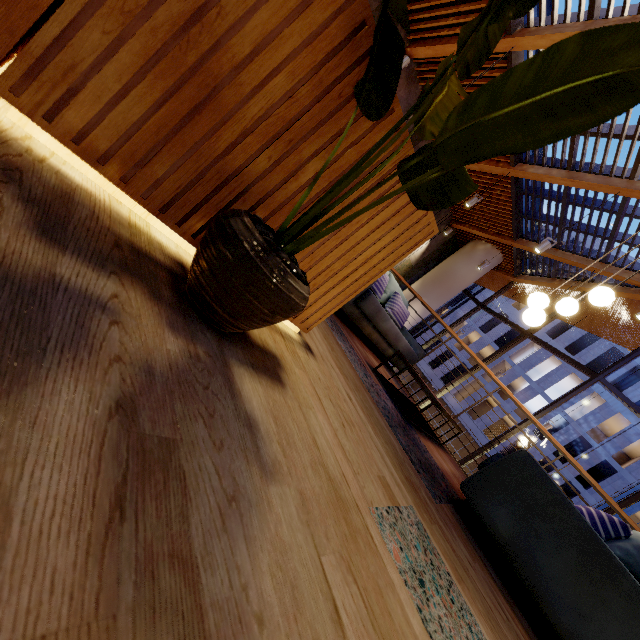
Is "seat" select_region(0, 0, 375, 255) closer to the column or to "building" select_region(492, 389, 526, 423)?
the column

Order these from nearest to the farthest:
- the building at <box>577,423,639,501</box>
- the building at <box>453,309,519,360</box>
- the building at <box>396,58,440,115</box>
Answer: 1. the building at <box>396,58,440,115</box>
2. the building at <box>577,423,639,501</box>
3. the building at <box>453,309,519,360</box>

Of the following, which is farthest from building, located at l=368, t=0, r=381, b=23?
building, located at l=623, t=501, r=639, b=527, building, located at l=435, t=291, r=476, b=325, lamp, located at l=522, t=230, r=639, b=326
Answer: building, located at l=623, t=501, r=639, b=527

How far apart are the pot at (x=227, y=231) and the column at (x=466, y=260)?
10.2m

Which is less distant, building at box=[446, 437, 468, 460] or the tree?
the tree

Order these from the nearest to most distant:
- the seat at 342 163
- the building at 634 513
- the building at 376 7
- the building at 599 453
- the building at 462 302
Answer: the seat at 342 163 < the building at 376 7 < the building at 599 453 < the building at 462 302 < the building at 634 513

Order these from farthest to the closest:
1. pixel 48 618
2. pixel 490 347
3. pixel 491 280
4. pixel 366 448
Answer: pixel 490 347
pixel 491 280
pixel 366 448
pixel 48 618

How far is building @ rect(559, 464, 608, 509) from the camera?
23.3m
